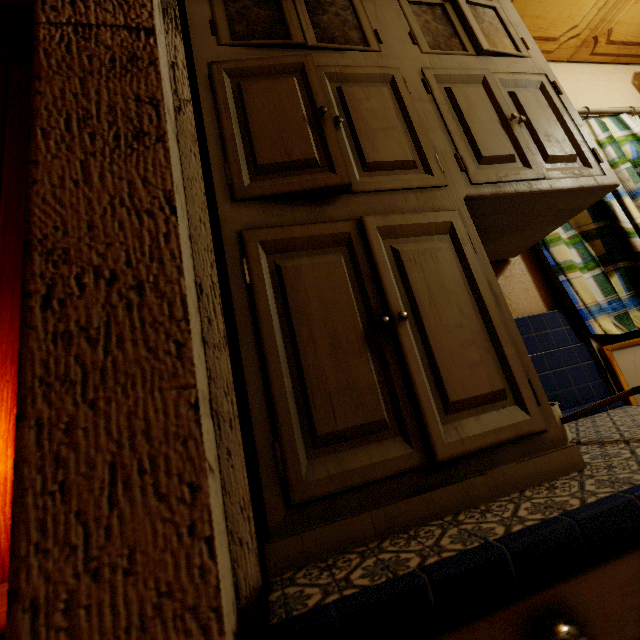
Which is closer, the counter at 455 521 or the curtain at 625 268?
the counter at 455 521

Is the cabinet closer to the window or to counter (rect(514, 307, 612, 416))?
counter (rect(514, 307, 612, 416))

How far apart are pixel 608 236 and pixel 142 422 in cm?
206

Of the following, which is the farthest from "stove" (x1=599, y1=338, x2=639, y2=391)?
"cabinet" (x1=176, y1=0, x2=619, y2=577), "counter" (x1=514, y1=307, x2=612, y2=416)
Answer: "cabinet" (x1=176, y1=0, x2=619, y2=577)

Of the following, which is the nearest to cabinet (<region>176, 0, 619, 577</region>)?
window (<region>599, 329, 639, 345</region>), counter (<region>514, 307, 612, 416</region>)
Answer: counter (<region>514, 307, 612, 416</region>)

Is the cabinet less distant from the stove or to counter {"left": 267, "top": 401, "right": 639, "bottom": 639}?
counter {"left": 267, "top": 401, "right": 639, "bottom": 639}

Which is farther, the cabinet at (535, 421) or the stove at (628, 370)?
the stove at (628, 370)

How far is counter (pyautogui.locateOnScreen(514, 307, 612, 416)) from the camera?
1.3m
